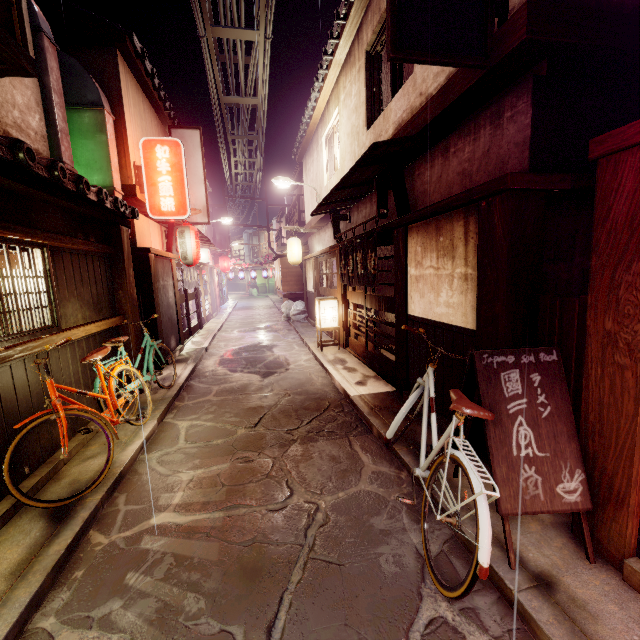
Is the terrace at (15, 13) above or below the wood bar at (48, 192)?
above

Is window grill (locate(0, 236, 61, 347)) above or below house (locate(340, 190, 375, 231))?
below

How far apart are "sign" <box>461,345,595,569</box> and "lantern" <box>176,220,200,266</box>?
15.1 meters

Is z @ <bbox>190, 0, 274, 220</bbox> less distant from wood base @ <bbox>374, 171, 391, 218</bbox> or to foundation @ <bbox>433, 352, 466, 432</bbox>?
wood base @ <bbox>374, 171, 391, 218</bbox>

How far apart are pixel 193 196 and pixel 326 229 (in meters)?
8.68

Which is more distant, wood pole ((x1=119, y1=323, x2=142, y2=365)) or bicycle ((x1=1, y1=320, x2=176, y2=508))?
A: wood pole ((x1=119, y1=323, x2=142, y2=365))

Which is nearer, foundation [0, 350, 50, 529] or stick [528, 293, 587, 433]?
stick [528, 293, 587, 433]

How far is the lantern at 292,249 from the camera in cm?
2391
